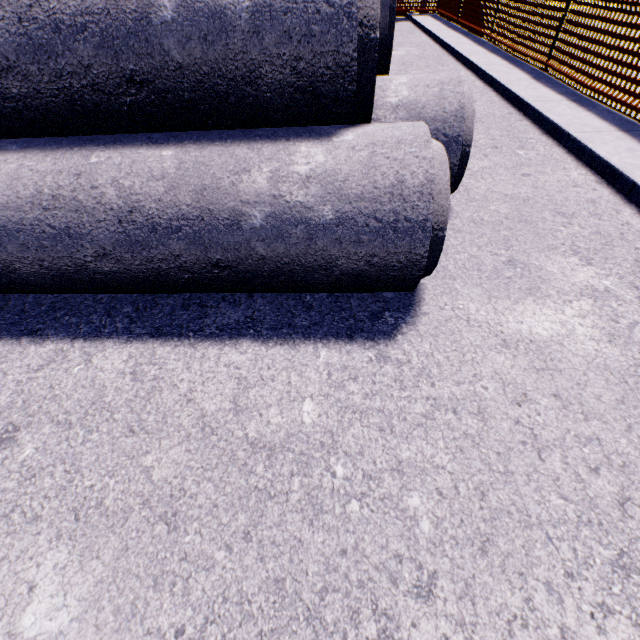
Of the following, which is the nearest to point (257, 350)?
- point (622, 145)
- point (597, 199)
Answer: point (597, 199)

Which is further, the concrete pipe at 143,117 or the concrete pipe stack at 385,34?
the concrete pipe stack at 385,34

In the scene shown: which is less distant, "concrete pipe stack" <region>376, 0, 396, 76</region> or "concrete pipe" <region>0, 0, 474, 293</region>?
"concrete pipe" <region>0, 0, 474, 293</region>
